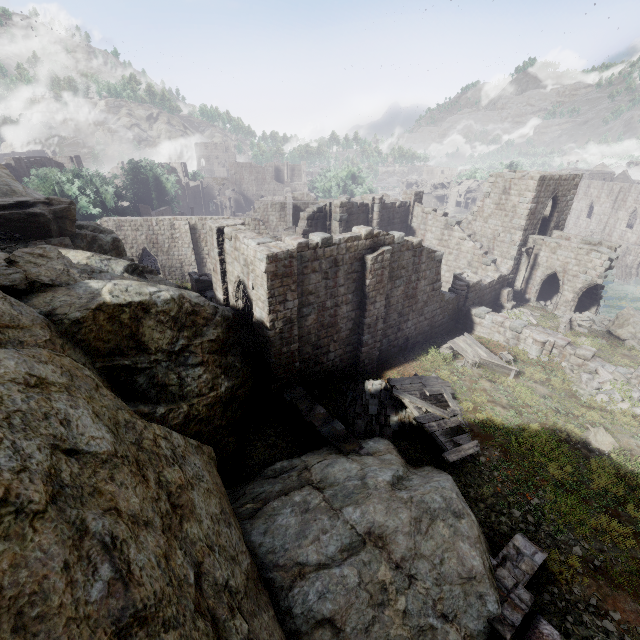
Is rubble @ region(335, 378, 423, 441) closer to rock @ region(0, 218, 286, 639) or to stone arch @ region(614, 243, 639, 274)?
rock @ region(0, 218, 286, 639)

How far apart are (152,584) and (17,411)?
2.9m

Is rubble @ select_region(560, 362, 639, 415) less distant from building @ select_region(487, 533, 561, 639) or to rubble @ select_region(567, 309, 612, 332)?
rubble @ select_region(567, 309, 612, 332)

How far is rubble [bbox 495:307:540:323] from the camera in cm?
2291

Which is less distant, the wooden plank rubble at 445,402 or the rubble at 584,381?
the wooden plank rubble at 445,402

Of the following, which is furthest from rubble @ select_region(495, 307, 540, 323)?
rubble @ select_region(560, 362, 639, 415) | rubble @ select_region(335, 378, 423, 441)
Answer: rubble @ select_region(335, 378, 423, 441)

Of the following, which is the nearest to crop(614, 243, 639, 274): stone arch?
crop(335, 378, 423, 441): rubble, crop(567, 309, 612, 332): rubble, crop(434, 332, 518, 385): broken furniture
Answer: crop(567, 309, 612, 332): rubble

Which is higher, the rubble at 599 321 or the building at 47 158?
the building at 47 158
